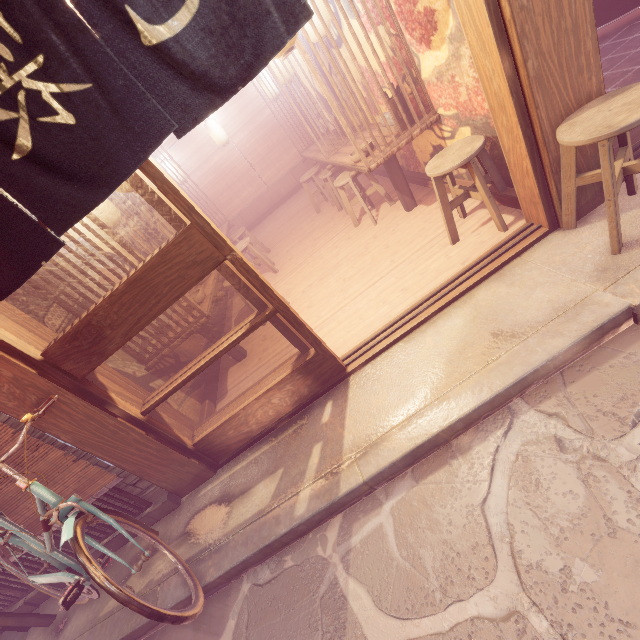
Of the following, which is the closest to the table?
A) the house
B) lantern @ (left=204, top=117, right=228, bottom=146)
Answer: lantern @ (left=204, top=117, right=228, bottom=146)

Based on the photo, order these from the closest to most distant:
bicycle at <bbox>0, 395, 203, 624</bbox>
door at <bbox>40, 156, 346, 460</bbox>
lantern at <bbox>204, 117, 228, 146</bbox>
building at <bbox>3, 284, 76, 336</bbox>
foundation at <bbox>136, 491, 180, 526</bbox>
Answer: bicycle at <bbox>0, 395, 203, 624</bbox>
door at <bbox>40, 156, 346, 460</bbox>
building at <bbox>3, 284, 76, 336</bbox>
foundation at <bbox>136, 491, 180, 526</bbox>
lantern at <bbox>204, 117, 228, 146</bbox>

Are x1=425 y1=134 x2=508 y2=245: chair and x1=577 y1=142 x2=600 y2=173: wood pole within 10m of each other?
yes

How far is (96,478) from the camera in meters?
4.8

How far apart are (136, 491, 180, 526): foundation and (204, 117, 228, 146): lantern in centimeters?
1426cm

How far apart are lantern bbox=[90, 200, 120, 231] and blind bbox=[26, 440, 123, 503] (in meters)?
4.26

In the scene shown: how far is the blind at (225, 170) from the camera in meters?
15.1 m

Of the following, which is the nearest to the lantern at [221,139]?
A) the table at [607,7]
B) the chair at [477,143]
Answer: the table at [607,7]
